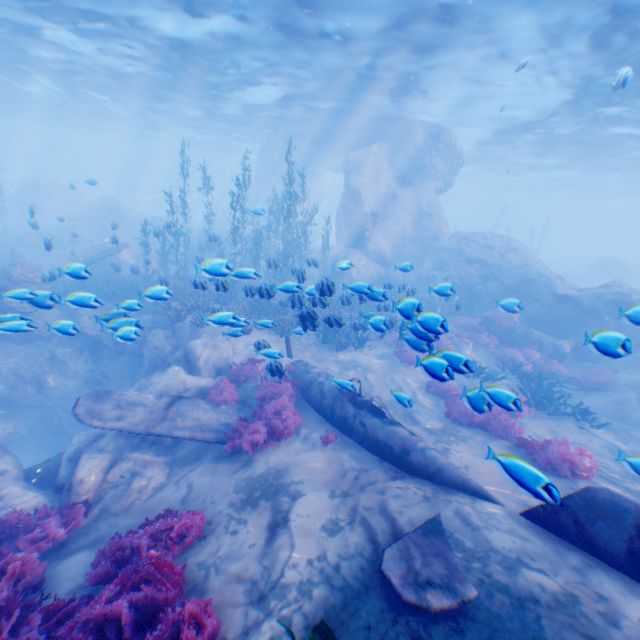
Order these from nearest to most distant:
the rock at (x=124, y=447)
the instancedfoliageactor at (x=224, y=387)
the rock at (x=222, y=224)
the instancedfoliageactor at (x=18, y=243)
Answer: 1. the rock at (x=124, y=447)
2. the instancedfoliageactor at (x=224, y=387)
3. the instancedfoliageactor at (x=18, y=243)
4. the rock at (x=222, y=224)

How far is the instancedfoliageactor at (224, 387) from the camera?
7.66m

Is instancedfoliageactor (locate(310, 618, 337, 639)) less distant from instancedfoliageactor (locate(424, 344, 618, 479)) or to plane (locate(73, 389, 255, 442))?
plane (locate(73, 389, 255, 442))

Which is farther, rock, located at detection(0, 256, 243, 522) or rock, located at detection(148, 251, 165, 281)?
rock, located at detection(148, 251, 165, 281)

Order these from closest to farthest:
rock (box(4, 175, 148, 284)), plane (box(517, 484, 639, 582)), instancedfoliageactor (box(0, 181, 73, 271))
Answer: plane (box(517, 484, 639, 582))
rock (box(4, 175, 148, 284))
instancedfoliageactor (box(0, 181, 73, 271))

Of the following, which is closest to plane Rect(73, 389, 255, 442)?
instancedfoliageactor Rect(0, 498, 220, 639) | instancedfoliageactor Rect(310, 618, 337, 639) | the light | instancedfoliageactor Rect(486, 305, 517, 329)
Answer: instancedfoliageactor Rect(310, 618, 337, 639)

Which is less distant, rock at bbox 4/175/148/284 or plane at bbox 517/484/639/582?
plane at bbox 517/484/639/582

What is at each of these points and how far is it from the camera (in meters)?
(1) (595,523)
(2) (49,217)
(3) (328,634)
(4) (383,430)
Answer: (1) plane, 4.25
(2) rock, 33.09
(3) instancedfoliageactor, 2.94
(4) plane, 7.58
